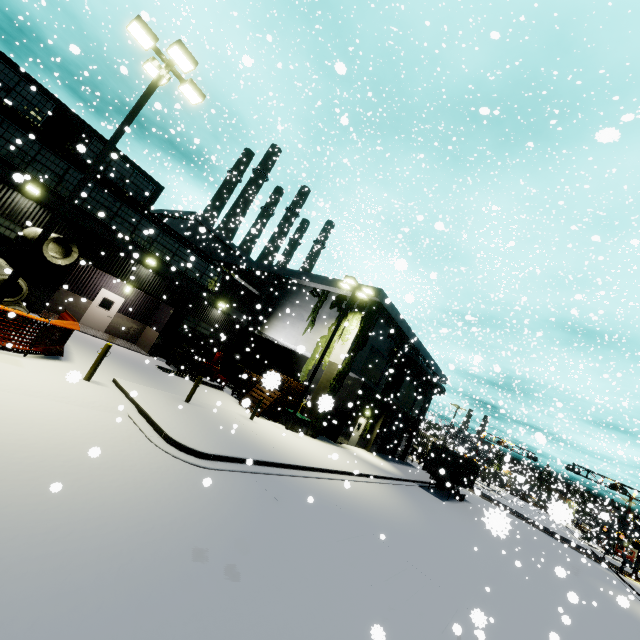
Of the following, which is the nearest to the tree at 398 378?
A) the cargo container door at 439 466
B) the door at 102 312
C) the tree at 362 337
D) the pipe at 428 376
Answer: the pipe at 428 376

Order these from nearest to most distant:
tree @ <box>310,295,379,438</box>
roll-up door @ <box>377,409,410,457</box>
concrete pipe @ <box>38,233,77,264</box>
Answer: concrete pipe @ <box>38,233,77,264</box> < tree @ <box>310,295,379,438</box> < roll-up door @ <box>377,409,410,457</box>

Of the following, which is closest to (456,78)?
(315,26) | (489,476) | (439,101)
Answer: (439,101)

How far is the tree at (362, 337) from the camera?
20.4m

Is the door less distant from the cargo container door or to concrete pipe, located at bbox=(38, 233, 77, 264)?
concrete pipe, located at bbox=(38, 233, 77, 264)

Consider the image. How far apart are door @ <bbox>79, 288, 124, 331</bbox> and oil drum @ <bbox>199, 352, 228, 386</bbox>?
6.6 meters

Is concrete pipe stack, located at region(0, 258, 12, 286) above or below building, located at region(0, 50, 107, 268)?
below

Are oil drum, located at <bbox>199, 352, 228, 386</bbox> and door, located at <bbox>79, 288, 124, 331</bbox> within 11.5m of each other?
yes
